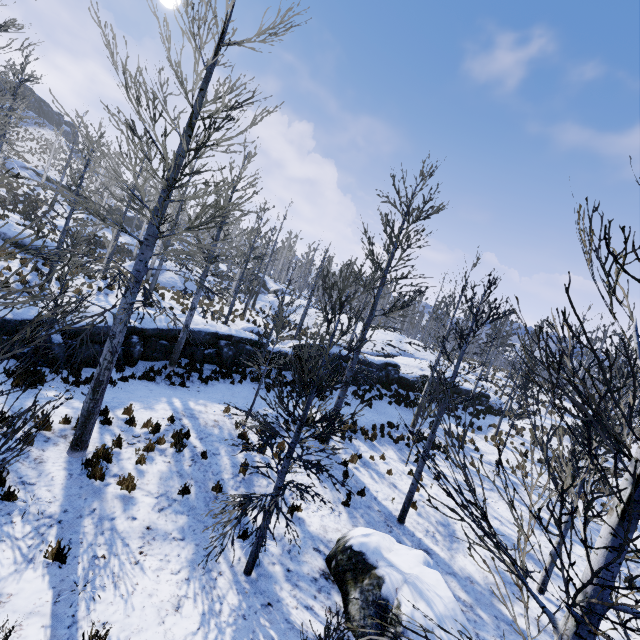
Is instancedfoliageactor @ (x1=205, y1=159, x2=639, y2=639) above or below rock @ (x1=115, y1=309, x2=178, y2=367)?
above

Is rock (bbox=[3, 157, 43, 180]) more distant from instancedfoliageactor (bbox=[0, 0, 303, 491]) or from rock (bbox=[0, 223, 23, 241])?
rock (bbox=[0, 223, 23, 241])

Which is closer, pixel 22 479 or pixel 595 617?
pixel 595 617

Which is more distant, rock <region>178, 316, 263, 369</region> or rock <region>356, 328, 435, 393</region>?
rock <region>356, 328, 435, 393</region>

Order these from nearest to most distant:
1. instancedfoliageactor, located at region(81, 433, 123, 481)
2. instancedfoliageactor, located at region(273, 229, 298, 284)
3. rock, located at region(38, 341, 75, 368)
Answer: instancedfoliageactor, located at region(81, 433, 123, 481) → rock, located at region(38, 341, 75, 368) → instancedfoliageactor, located at region(273, 229, 298, 284)

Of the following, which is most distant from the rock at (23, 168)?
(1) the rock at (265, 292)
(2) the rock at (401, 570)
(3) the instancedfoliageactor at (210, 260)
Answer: (2) the rock at (401, 570)

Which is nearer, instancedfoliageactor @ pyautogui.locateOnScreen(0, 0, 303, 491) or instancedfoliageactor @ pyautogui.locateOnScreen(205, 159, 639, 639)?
instancedfoliageactor @ pyautogui.locateOnScreen(205, 159, 639, 639)

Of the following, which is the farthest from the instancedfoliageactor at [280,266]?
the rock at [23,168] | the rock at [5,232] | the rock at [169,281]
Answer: the rock at [5,232]
